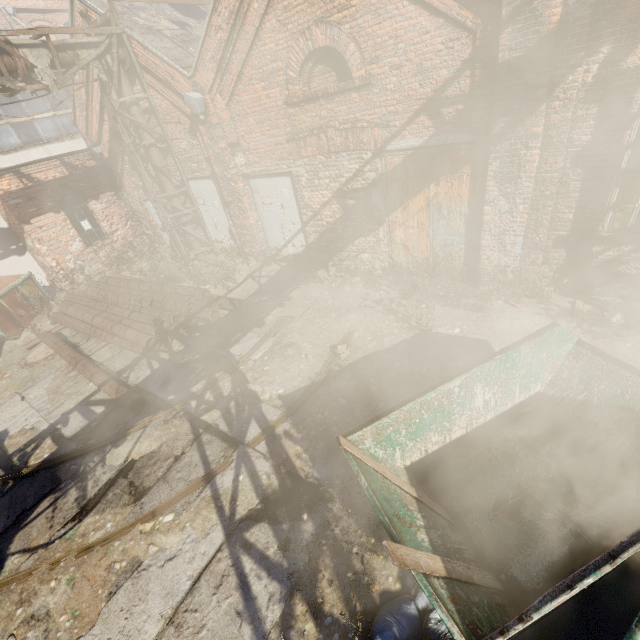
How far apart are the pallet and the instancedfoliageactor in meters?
4.6

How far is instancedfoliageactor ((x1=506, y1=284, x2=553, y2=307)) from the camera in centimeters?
588cm

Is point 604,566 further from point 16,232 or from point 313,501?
point 16,232

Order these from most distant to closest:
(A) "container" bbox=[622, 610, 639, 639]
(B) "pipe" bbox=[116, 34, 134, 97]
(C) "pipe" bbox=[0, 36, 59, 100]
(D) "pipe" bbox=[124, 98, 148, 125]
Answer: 1. (D) "pipe" bbox=[124, 98, 148, 125]
2. (B) "pipe" bbox=[116, 34, 134, 97]
3. (C) "pipe" bbox=[0, 36, 59, 100]
4. (A) "container" bbox=[622, 610, 639, 639]

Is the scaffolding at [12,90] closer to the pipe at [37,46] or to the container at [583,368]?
the pipe at [37,46]

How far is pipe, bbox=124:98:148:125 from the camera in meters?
8.7

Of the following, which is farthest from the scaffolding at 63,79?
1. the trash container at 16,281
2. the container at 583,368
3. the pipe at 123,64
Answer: the container at 583,368

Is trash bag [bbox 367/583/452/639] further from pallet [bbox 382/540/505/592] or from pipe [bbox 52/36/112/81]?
pipe [bbox 52/36/112/81]
